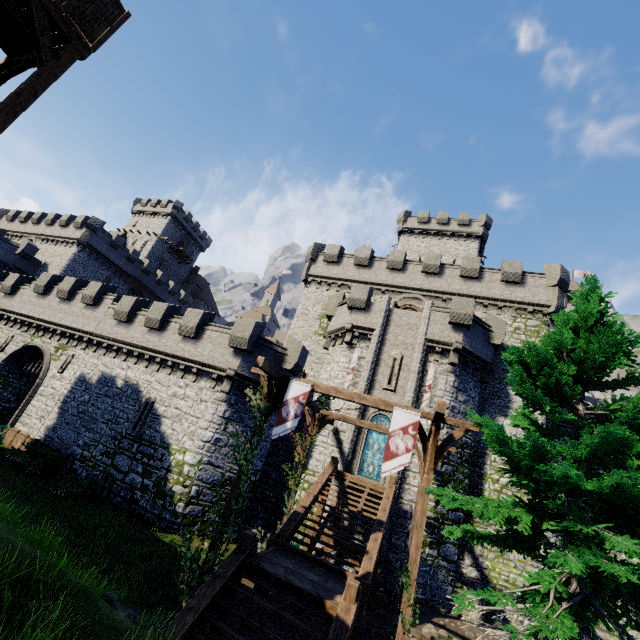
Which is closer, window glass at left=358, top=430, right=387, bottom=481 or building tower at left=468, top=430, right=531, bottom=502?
window glass at left=358, top=430, right=387, bottom=481

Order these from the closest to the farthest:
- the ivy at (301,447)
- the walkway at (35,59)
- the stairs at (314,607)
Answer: the stairs at (314,607)
the walkway at (35,59)
the ivy at (301,447)

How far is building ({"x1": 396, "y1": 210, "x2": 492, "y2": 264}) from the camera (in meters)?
40.16

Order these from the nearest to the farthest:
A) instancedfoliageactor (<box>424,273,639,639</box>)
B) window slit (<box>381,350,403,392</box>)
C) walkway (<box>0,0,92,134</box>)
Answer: instancedfoliageactor (<box>424,273,639,639</box>) < walkway (<box>0,0,92,134</box>) < window slit (<box>381,350,403,392</box>)

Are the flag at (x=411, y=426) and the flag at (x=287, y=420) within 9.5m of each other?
yes

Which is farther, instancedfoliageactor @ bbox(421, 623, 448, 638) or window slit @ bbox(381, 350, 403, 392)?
window slit @ bbox(381, 350, 403, 392)

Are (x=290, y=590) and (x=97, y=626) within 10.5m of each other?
yes

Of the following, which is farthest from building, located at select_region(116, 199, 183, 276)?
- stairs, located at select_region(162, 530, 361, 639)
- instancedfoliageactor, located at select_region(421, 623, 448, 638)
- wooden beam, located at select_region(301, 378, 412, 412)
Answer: instancedfoliageactor, located at select_region(421, 623, 448, 638)
